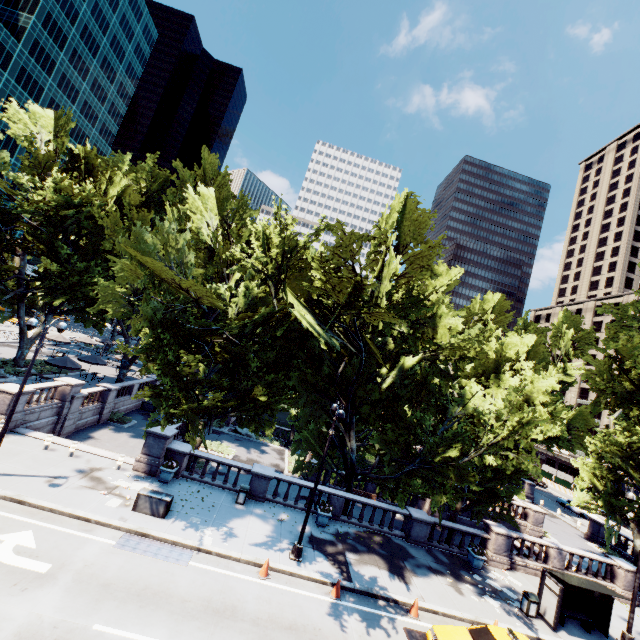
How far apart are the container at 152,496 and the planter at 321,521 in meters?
8.0 m

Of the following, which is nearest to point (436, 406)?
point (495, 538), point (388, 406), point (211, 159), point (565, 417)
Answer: point (388, 406)

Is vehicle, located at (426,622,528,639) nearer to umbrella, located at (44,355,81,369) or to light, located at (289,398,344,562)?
light, located at (289,398,344,562)

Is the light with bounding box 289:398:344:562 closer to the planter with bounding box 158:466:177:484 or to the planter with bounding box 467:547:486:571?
the planter with bounding box 158:466:177:484

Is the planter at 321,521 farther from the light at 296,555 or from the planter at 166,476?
the planter at 166,476

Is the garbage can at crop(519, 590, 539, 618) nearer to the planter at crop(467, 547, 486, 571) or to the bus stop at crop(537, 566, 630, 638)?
the bus stop at crop(537, 566, 630, 638)

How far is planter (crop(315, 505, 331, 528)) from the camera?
18.62m

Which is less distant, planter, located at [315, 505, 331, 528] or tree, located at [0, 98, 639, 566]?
tree, located at [0, 98, 639, 566]
